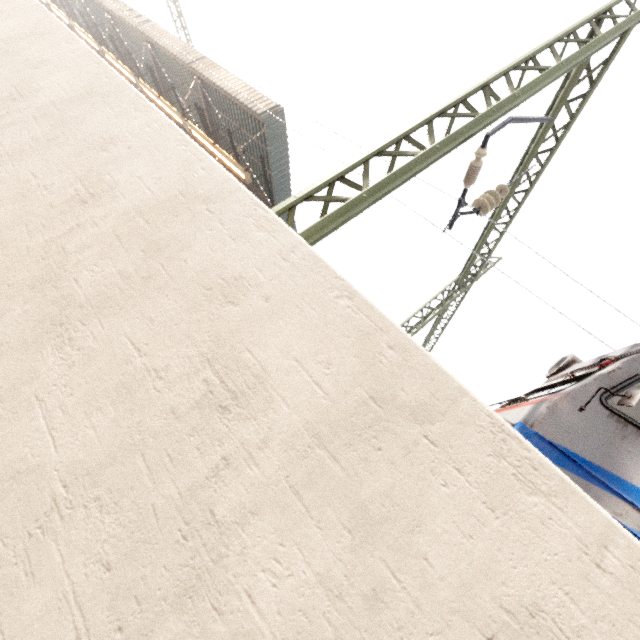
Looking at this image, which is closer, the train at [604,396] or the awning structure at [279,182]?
the train at [604,396]

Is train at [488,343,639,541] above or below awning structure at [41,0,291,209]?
below

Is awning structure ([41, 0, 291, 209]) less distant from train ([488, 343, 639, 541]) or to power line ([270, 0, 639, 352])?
power line ([270, 0, 639, 352])

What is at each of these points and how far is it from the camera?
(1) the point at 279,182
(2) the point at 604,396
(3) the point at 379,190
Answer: (1) awning structure, 12.6 meters
(2) train, 3.3 meters
(3) power line, 3.7 meters

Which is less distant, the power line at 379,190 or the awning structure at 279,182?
the power line at 379,190

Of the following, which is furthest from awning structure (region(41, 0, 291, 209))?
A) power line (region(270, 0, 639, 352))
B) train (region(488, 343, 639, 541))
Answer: train (region(488, 343, 639, 541))

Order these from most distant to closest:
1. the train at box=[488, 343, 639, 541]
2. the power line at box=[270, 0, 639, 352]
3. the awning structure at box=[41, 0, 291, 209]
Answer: the awning structure at box=[41, 0, 291, 209] → the power line at box=[270, 0, 639, 352] → the train at box=[488, 343, 639, 541]
